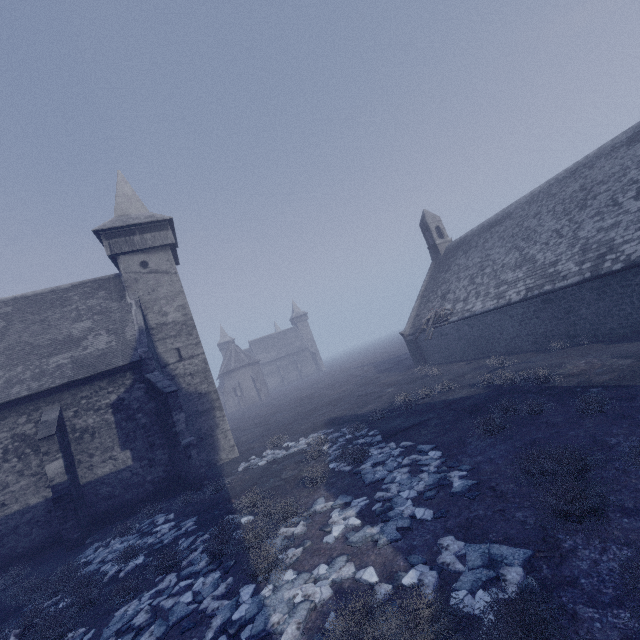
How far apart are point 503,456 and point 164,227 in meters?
21.2

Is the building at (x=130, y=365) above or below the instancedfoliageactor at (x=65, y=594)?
above

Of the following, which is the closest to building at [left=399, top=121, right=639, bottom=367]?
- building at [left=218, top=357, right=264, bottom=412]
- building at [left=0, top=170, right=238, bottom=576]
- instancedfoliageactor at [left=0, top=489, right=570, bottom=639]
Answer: instancedfoliageactor at [left=0, top=489, right=570, bottom=639]

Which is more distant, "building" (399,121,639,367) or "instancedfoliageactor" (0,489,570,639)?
"building" (399,121,639,367)

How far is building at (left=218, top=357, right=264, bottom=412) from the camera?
58.0 meters

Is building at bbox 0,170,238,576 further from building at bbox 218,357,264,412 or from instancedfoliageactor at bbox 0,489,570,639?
building at bbox 218,357,264,412

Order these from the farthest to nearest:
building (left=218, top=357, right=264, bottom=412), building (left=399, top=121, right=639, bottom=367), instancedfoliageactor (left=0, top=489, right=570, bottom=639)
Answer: building (left=218, top=357, right=264, bottom=412) < building (left=399, top=121, right=639, bottom=367) < instancedfoliageactor (left=0, top=489, right=570, bottom=639)

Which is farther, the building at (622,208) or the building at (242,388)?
the building at (242,388)
